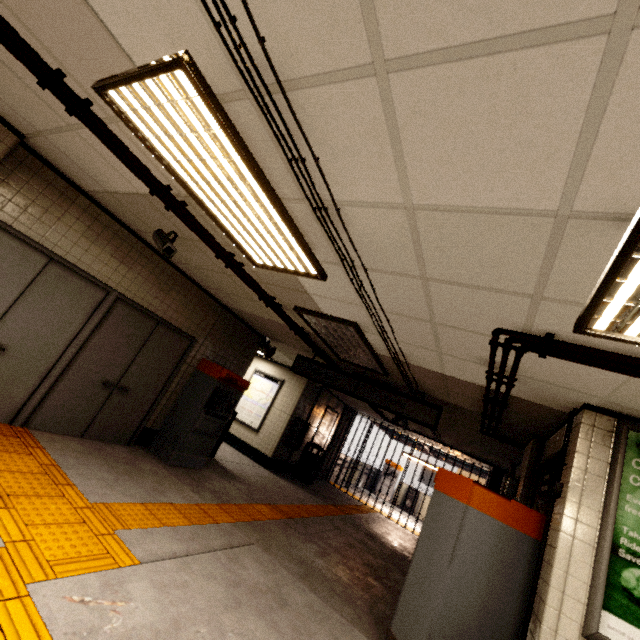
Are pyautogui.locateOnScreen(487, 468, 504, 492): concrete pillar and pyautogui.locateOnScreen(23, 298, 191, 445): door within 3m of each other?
no

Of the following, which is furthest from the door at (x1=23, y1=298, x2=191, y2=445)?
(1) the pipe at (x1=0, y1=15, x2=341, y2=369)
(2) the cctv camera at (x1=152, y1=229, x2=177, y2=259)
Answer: (1) the pipe at (x1=0, y1=15, x2=341, y2=369)

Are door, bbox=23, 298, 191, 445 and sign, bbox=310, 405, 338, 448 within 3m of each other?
no

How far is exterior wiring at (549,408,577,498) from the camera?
3.11m

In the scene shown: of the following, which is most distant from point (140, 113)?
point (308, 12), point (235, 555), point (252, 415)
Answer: point (252, 415)

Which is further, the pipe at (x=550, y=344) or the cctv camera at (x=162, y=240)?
the cctv camera at (x=162, y=240)

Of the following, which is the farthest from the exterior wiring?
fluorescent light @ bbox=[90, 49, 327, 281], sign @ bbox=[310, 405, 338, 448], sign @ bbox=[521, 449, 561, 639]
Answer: sign @ bbox=[310, 405, 338, 448]

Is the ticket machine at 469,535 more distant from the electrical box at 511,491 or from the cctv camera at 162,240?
the cctv camera at 162,240
